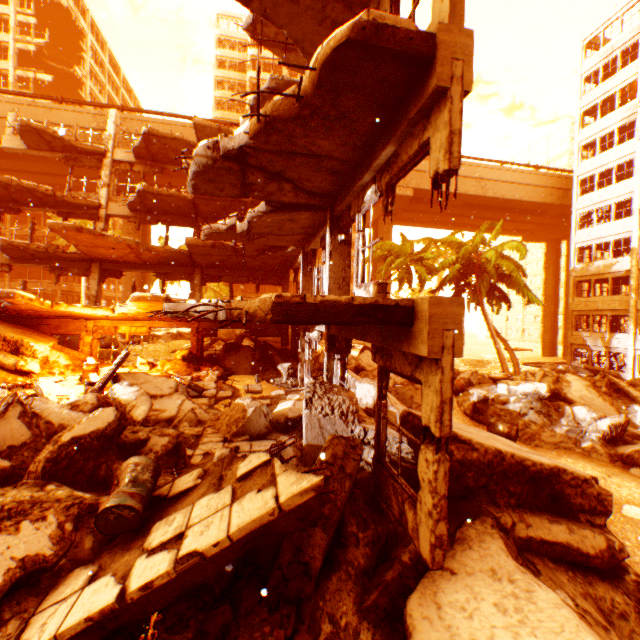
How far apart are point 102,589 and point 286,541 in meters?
2.0

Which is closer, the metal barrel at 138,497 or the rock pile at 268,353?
the metal barrel at 138,497

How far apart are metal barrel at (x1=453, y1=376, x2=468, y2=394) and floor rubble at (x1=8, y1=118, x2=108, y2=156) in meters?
21.1 m

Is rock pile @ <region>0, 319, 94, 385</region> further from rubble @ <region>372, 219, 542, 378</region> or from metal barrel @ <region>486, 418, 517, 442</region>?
metal barrel @ <region>486, 418, 517, 442</region>

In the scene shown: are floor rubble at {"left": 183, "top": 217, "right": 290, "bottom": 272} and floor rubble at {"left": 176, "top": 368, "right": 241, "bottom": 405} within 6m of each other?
yes

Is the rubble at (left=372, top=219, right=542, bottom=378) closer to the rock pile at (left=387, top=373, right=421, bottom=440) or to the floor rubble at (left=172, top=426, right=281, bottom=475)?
the rock pile at (left=387, top=373, right=421, bottom=440)

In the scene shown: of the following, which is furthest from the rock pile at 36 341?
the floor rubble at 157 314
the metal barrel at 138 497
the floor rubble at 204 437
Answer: the metal barrel at 138 497

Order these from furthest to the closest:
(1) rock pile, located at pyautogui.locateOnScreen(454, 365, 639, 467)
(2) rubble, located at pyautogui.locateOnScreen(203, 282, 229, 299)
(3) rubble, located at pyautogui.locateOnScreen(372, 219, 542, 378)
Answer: (2) rubble, located at pyautogui.locateOnScreen(203, 282, 229, 299) → (3) rubble, located at pyautogui.locateOnScreen(372, 219, 542, 378) → (1) rock pile, located at pyautogui.locateOnScreen(454, 365, 639, 467)
